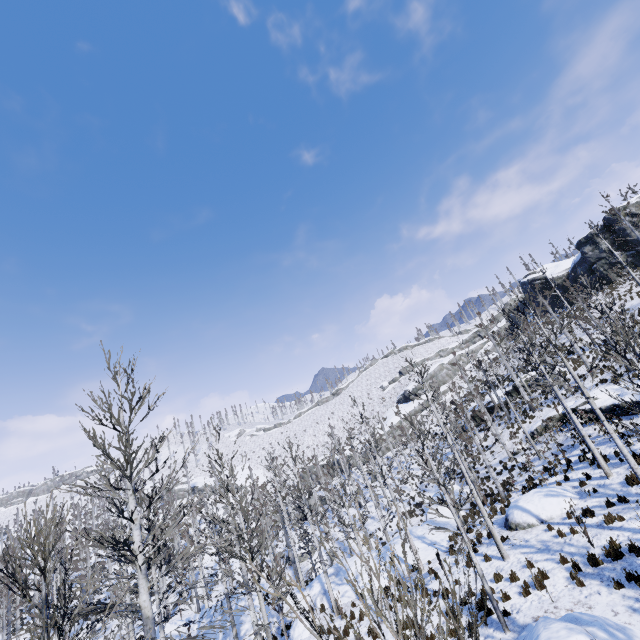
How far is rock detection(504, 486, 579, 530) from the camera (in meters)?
15.25

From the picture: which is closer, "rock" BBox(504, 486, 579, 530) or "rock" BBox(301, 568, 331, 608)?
"rock" BBox(504, 486, 579, 530)

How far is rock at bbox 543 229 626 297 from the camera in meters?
40.1

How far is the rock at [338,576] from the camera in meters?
17.9

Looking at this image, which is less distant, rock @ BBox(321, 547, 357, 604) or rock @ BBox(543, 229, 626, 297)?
rock @ BBox(321, 547, 357, 604)

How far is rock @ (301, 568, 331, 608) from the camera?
18.5 meters

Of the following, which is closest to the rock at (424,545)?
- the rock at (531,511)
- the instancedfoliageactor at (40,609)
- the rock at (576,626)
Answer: the instancedfoliageactor at (40,609)

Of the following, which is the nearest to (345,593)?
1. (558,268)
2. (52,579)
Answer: (52,579)
